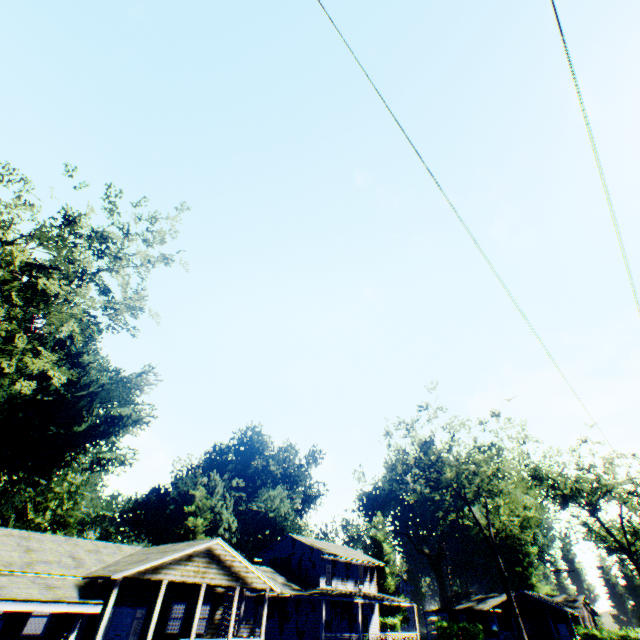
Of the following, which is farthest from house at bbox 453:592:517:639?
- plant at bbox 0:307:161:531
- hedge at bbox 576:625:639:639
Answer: plant at bbox 0:307:161:531

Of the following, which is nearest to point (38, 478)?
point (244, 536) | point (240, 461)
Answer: point (240, 461)

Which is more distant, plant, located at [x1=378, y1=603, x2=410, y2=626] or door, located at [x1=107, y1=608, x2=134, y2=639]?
plant, located at [x1=378, y1=603, x2=410, y2=626]

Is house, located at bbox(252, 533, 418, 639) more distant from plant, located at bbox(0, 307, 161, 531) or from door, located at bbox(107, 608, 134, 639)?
door, located at bbox(107, 608, 134, 639)

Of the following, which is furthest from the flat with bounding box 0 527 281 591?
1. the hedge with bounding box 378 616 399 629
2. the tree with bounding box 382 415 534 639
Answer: the hedge with bounding box 378 616 399 629

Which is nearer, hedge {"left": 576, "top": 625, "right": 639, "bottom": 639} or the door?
the door

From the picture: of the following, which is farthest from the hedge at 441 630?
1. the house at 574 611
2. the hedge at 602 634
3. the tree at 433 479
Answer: the tree at 433 479

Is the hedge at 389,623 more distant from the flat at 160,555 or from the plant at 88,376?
the flat at 160,555
